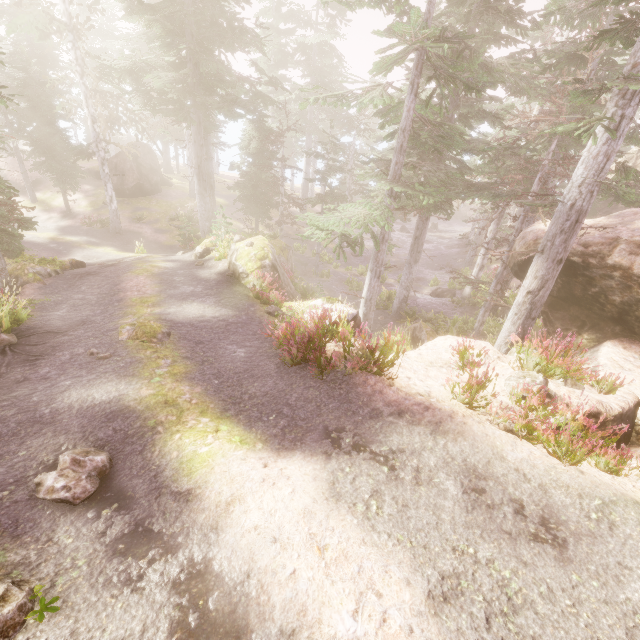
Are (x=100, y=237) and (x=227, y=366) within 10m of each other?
no

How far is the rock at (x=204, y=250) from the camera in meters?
18.5 m

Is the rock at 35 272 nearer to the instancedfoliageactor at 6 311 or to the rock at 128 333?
the instancedfoliageactor at 6 311

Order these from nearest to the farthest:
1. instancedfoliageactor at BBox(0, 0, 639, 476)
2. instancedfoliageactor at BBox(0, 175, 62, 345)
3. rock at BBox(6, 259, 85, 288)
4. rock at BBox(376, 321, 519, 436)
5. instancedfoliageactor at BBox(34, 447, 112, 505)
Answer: instancedfoliageactor at BBox(34, 447, 112, 505), rock at BBox(376, 321, 519, 436), instancedfoliageactor at BBox(0, 0, 639, 476), instancedfoliageactor at BBox(0, 175, 62, 345), rock at BBox(6, 259, 85, 288)

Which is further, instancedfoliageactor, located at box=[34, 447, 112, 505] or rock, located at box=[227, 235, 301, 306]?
rock, located at box=[227, 235, 301, 306]

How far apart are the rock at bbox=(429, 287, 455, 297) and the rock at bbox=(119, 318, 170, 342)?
22.8 meters

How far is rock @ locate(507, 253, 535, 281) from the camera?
11.6m

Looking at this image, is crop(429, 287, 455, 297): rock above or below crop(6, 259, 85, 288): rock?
below
